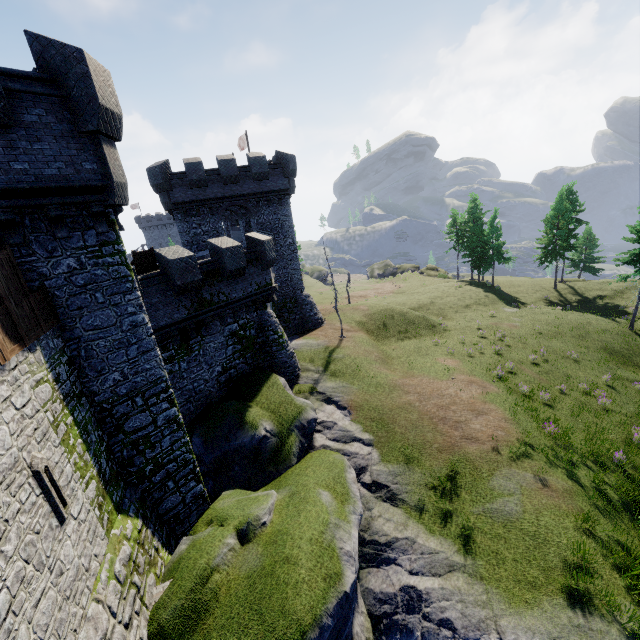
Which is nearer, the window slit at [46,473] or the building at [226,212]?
the window slit at [46,473]

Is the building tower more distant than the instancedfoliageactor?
No

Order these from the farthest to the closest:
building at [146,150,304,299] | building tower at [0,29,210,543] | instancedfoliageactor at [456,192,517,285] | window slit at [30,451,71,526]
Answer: instancedfoliageactor at [456,192,517,285] < building at [146,150,304,299] < building tower at [0,29,210,543] < window slit at [30,451,71,526]

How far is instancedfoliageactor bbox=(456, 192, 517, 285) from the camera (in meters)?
44.47

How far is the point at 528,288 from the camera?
46.88m

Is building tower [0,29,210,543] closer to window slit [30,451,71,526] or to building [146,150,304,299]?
window slit [30,451,71,526]

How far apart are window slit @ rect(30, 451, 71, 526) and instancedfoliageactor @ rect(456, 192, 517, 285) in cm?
5166

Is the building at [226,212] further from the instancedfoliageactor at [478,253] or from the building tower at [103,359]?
the instancedfoliageactor at [478,253]
